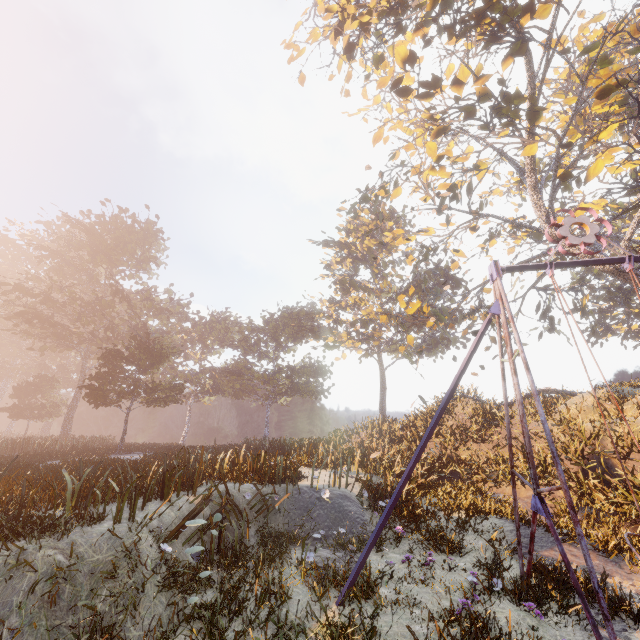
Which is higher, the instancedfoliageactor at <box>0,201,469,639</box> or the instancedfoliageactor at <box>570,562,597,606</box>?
the instancedfoliageactor at <box>0,201,469,639</box>

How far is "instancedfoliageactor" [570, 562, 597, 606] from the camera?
5.8 meters

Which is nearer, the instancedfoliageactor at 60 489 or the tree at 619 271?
the instancedfoliageactor at 60 489

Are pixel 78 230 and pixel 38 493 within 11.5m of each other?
no

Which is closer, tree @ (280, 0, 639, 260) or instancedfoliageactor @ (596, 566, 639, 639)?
instancedfoliageactor @ (596, 566, 639, 639)

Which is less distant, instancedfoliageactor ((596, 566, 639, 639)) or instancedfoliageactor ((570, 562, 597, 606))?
instancedfoliageactor ((596, 566, 639, 639))

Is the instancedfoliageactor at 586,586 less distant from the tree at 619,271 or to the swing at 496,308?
the swing at 496,308

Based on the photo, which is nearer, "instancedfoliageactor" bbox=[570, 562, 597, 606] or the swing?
the swing
